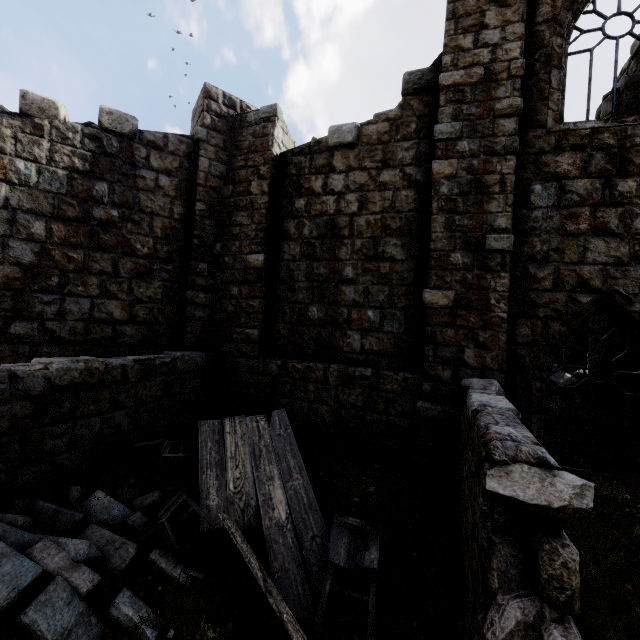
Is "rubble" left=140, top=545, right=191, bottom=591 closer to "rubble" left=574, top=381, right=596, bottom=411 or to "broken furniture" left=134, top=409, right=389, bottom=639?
"broken furniture" left=134, top=409, right=389, bottom=639

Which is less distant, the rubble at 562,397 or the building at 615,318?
the building at 615,318

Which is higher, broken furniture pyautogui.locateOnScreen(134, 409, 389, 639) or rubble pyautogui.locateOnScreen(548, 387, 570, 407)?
rubble pyautogui.locateOnScreen(548, 387, 570, 407)

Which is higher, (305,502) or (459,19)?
(459,19)

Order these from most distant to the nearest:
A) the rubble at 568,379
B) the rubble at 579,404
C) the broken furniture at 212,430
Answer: the rubble at 568,379 < the rubble at 579,404 < the broken furniture at 212,430

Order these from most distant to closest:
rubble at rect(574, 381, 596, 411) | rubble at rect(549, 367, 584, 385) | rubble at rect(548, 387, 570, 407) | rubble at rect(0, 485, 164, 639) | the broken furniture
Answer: rubble at rect(549, 367, 584, 385)
rubble at rect(548, 387, 570, 407)
rubble at rect(574, 381, 596, 411)
the broken furniture
rubble at rect(0, 485, 164, 639)

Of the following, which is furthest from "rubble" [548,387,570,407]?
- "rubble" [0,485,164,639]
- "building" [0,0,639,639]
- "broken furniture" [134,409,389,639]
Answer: "rubble" [0,485,164,639]

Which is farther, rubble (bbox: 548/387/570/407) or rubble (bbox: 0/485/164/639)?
rubble (bbox: 548/387/570/407)
